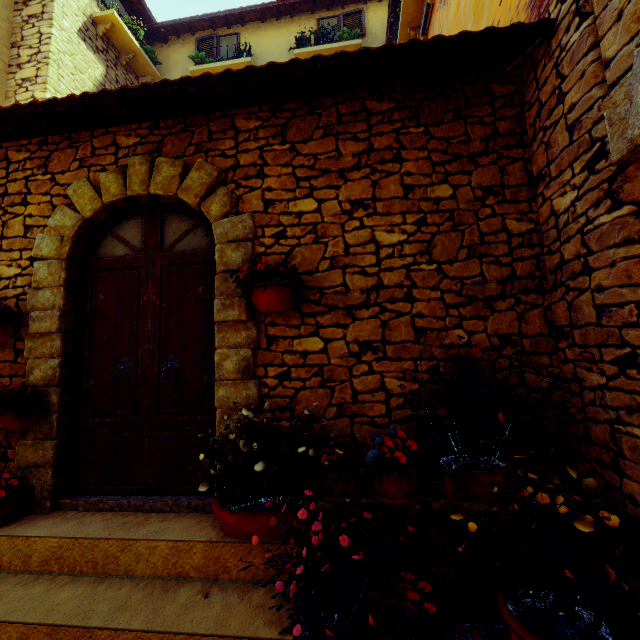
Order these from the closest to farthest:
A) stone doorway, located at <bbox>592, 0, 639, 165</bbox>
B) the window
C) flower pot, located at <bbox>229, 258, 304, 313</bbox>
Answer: stone doorway, located at <bbox>592, 0, 639, 165</bbox>, flower pot, located at <bbox>229, 258, 304, 313</bbox>, the window

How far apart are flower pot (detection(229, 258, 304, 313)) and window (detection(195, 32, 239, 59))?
8.07m

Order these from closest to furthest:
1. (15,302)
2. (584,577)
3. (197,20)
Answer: (584,577) < (15,302) < (197,20)

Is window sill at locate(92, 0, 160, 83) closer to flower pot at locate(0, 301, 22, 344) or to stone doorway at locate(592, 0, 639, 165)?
flower pot at locate(0, 301, 22, 344)

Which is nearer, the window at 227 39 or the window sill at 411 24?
the window sill at 411 24

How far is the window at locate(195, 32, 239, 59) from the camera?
7.93m

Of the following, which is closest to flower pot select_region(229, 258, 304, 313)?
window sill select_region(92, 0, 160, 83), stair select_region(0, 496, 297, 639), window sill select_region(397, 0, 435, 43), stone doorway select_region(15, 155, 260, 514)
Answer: stone doorway select_region(15, 155, 260, 514)

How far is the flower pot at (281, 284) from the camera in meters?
2.5
